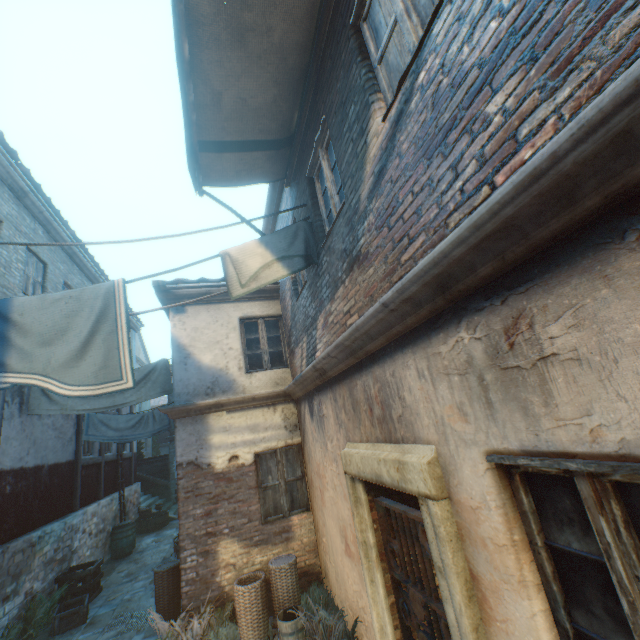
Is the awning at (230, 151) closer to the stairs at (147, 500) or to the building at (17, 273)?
the building at (17, 273)

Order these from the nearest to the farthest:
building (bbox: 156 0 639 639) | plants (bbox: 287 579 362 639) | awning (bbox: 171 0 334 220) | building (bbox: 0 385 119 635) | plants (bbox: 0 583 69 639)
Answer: building (bbox: 156 0 639 639) < awning (bbox: 171 0 334 220) < plants (bbox: 287 579 362 639) < plants (bbox: 0 583 69 639) < building (bbox: 0 385 119 635)

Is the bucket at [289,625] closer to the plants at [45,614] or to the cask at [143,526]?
the plants at [45,614]

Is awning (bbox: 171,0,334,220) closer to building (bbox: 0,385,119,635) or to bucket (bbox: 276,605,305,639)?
building (bbox: 0,385,119,635)

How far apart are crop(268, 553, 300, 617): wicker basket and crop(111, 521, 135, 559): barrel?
8.7 meters

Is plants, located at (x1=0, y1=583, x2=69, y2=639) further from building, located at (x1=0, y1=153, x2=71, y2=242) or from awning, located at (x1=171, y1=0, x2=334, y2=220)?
awning, located at (x1=171, y1=0, x2=334, y2=220)

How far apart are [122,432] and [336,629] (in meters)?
7.71

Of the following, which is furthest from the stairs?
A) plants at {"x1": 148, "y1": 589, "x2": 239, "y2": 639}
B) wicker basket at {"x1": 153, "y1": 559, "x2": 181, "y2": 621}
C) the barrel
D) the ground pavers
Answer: plants at {"x1": 148, "y1": 589, "x2": 239, "y2": 639}
